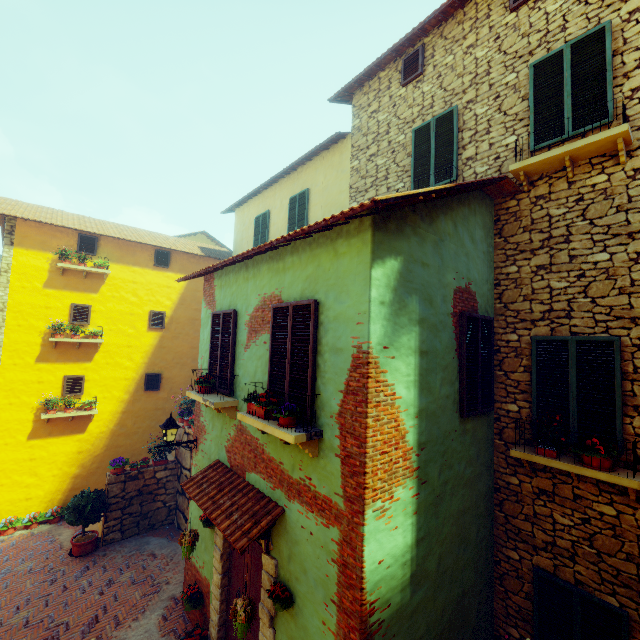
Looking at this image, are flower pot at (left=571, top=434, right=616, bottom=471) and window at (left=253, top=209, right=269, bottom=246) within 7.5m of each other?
no

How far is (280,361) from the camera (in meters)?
4.98

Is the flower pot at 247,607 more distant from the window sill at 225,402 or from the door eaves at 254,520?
the window sill at 225,402

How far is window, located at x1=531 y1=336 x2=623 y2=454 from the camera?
4.7 meters

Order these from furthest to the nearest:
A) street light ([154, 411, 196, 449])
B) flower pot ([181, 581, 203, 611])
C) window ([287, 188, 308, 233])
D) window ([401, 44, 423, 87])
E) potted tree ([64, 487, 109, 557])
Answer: window ([287, 188, 308, 233])
potted tree ([64, 487, 109, 557])
window ([401, 44, 423, 87])
street light ([154, 411, 196, 449])
flower pot ([181, 581, 203, 611])

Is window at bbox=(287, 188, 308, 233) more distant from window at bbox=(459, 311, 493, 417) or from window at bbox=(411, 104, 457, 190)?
window at bbox=(459, 311, 493, 417)

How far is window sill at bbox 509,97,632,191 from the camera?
4.6 meters

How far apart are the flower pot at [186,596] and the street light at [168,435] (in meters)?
2.70
